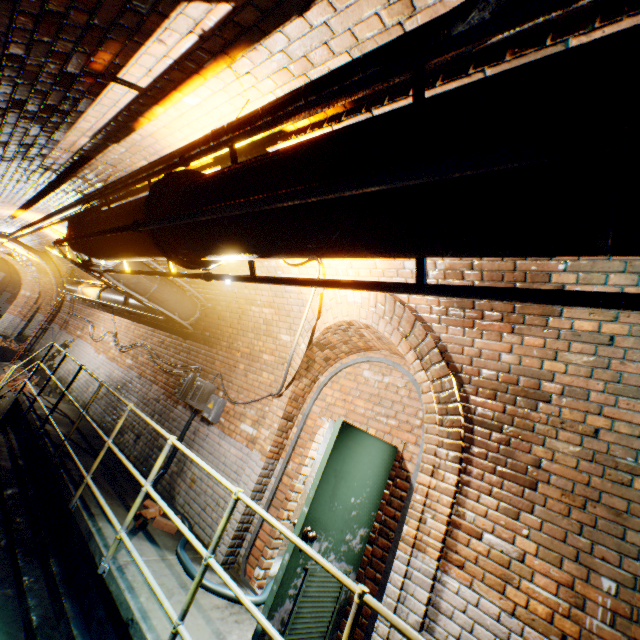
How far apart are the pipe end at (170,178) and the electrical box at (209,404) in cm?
382

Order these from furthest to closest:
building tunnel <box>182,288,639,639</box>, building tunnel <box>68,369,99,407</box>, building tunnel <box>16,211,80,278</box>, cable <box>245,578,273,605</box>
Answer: building tunnel <box>68,369,99,407</box> → building tunnel <box>16,211,80,278</box> → cable <box>245,578,273,605</box> → building tunnel <box>182,288,639,639</box>

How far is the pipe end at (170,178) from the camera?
1.81m

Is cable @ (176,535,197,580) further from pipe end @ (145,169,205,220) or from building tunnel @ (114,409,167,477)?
pipe end @ (145,169,205,220)

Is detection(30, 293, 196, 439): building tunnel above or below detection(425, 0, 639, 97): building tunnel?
below

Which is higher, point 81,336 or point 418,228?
point 418,228

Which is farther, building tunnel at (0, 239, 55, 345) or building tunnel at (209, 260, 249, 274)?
building tunnel at (0, 239, 55, 345)

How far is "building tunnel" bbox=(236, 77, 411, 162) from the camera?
1.8 meters
